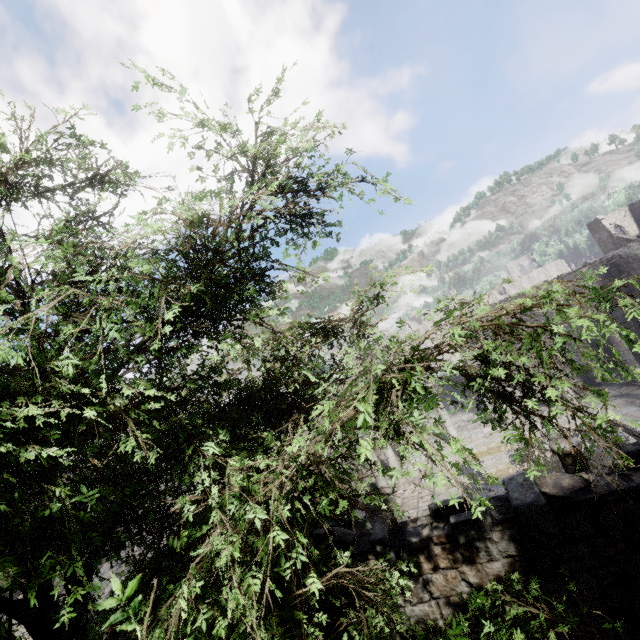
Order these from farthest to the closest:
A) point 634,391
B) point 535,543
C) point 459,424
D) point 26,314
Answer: point 459,424 < point 634,391 < point 535,543 < point 26,314

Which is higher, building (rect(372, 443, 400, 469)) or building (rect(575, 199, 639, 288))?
building (rect(575, 199, 639, 288))

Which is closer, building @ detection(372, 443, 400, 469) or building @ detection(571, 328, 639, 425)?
building @ detection(571, 328, 639, 425)

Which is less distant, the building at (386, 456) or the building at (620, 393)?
the building at (620, 393)

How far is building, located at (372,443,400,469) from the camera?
18.5m

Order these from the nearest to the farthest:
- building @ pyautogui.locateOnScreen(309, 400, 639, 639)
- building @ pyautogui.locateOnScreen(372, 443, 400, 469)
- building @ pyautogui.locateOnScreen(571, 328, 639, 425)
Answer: building @ pyautogui.locateOnScreen(309, 400, 639, 639)
building @ pyautogui.locateOnScreen(571, 328, 639, 425)
building @ pyautogui.locateOnScreen(372, 443, 400, 469)

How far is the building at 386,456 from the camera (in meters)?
18.52
